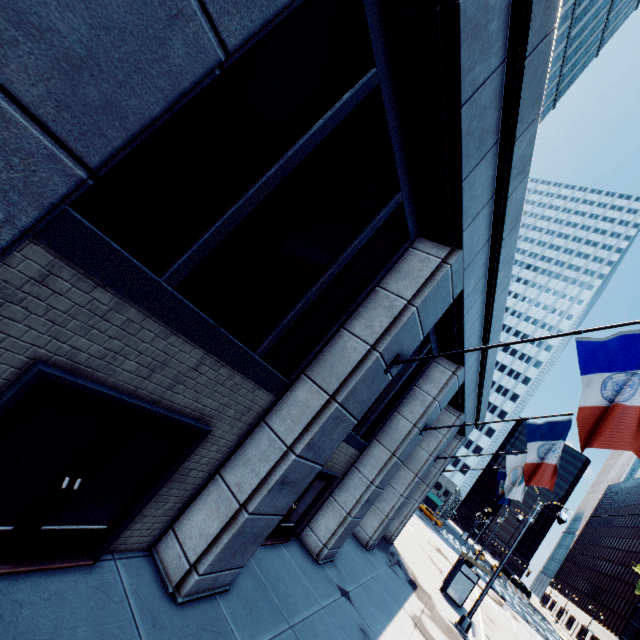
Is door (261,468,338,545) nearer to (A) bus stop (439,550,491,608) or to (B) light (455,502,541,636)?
(B) light (455,502,541,636)

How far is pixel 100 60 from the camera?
1.74m

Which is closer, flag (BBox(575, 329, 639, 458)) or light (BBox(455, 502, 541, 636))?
flag (BBox(575, 329, 639, 458))

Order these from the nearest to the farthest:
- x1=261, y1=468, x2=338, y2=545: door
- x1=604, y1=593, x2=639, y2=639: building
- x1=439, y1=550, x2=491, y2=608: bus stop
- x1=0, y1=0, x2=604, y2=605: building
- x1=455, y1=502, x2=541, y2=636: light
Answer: x1=0, y1=0, x2=604, y2=605: building → x1=261, y1=468, x2=338, y2=545: door → x1=455, y1=502, x2=541, y2=636: light → x1=439, y1=550, x2=491, y2=608: bus stop → x1=604, y1=593, x2=639, y2=639: building

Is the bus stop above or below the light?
above

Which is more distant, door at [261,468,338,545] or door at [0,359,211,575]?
door at [261,468,338,545]

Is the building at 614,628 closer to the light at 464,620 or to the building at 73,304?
the building at 73,304

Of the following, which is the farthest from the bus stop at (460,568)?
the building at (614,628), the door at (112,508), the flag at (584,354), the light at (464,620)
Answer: the building at (614,628)
